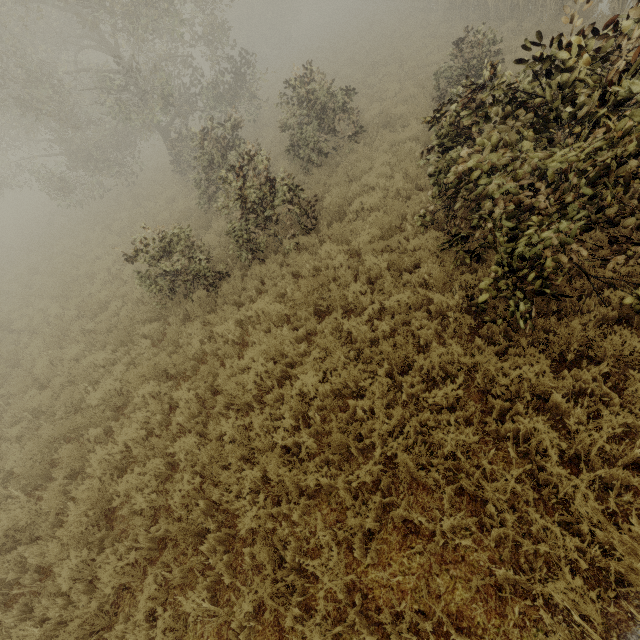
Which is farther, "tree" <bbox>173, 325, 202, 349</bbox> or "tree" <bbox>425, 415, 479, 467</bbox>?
"tree" <bbox>173, 325, 202, 349</bbox>

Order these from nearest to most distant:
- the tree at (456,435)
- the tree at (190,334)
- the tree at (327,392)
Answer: the tree at (456,435) < the tree at (327,392) < the tree at (190,334)

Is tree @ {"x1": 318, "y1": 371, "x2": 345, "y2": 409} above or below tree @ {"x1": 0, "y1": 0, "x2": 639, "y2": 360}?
below

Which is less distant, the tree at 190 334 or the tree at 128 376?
the tree at 128 376

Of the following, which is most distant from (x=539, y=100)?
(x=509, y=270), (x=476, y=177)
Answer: (x=509, y=270)

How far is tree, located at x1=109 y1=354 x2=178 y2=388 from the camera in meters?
7.1

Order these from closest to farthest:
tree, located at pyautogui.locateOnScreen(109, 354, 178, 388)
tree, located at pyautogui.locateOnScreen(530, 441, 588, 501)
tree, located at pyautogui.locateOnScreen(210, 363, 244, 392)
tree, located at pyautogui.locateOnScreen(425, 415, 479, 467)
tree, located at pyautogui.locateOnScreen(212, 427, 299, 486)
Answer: tree, located at pyautogui.locateOnScreen(530, 441, 588, 501) < tree, located at pyautogui.locateOnScreen(425, 415, 479, 467) < tree, located at pyautogui.locateOnScreen(212, 427, 299, 486) < tree, located at pyautogui.locateOnScreen(210, 363, 244, 392) < tree, located at pyautogui.locateOnScreen(109, 354, 178, 388)
